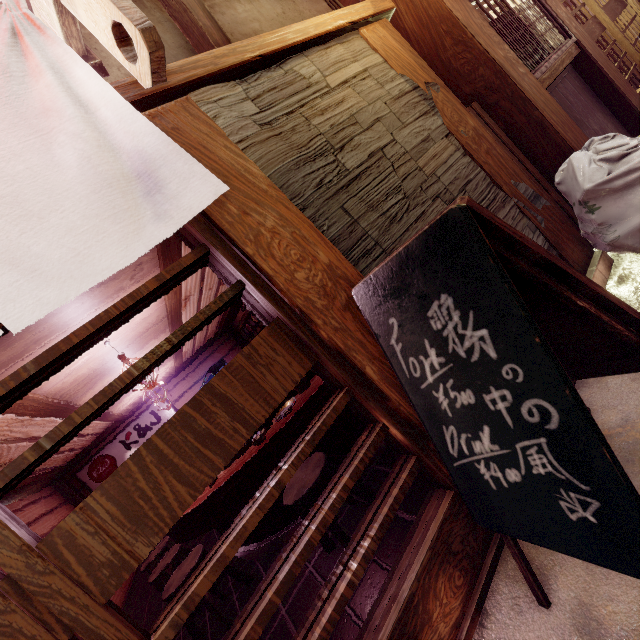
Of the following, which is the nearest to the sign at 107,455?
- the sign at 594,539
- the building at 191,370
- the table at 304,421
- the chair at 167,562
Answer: the building at 191,370

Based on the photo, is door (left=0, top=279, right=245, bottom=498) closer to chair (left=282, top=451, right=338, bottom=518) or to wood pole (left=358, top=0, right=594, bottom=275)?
chair (left=282, top=451, right=338, bottom=518)

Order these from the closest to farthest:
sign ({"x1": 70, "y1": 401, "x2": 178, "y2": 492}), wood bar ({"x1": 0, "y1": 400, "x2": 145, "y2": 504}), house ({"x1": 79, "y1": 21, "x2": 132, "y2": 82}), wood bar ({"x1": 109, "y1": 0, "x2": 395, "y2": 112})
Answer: wood bar ({"x1": 109, "y1": 0, "x2": 395, "y2": 112}), house ({"x1": 79, "y1": 21, "x2": 132, "y2": 82}), wood bar ({"x1": 0, "y1": 400, "x2": 145, "y2": 504}), sign ({"x1": 70, "y1": 401, "x2": 178, "y2": 492})

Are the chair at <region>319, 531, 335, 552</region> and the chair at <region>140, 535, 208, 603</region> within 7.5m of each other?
yes

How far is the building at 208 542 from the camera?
9.0 meters

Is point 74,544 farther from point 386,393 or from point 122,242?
point 386,393

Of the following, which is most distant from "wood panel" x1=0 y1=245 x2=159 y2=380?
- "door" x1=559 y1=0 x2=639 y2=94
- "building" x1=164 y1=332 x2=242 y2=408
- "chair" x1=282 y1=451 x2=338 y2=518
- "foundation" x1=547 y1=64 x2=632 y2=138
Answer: "door" x1=559 y1=0 x2=639 y2=94

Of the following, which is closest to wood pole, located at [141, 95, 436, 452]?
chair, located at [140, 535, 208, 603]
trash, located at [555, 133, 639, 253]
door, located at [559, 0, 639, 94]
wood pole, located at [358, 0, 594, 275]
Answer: wood pole, located at [358, 0, 594, 275]
